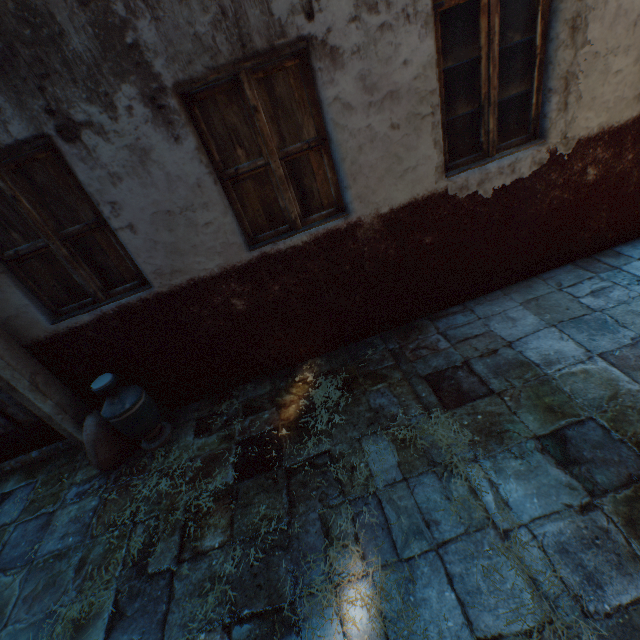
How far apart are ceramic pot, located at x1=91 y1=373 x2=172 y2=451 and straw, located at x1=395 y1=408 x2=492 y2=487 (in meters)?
2.05

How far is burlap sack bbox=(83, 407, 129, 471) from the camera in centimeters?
325cm

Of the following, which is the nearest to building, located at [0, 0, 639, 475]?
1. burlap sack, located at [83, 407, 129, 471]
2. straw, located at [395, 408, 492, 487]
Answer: burlap sack, located at [83, 407, 129, 471]

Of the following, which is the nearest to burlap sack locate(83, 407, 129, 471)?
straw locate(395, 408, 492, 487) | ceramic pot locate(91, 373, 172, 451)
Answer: ceramic pot locate(91, 373, 172, 451)

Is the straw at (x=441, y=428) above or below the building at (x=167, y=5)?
below

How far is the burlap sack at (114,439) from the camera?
3.25m

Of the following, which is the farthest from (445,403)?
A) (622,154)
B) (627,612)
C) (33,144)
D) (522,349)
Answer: (33,144)
